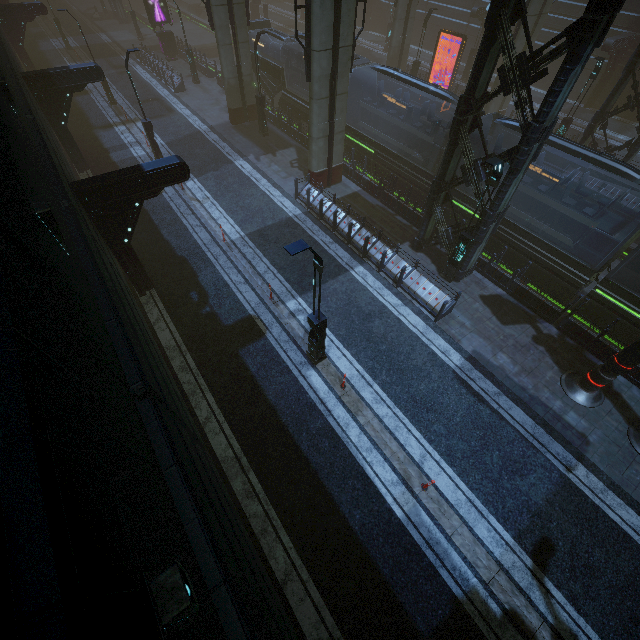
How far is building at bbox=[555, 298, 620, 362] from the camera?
12.1m

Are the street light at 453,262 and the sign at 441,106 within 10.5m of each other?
no

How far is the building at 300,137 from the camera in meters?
22.1 m

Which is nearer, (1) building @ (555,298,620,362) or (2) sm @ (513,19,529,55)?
(1) building @ (555,298,620,362)

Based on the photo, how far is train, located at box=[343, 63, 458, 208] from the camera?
16.4 meters

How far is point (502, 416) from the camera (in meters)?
11.01

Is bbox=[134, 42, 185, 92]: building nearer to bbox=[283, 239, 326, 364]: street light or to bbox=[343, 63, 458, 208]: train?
bbox=[343, 63, 458, 208]: train

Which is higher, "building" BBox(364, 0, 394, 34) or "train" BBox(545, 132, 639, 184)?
"train" BBox(545, 132, 639, 184)
